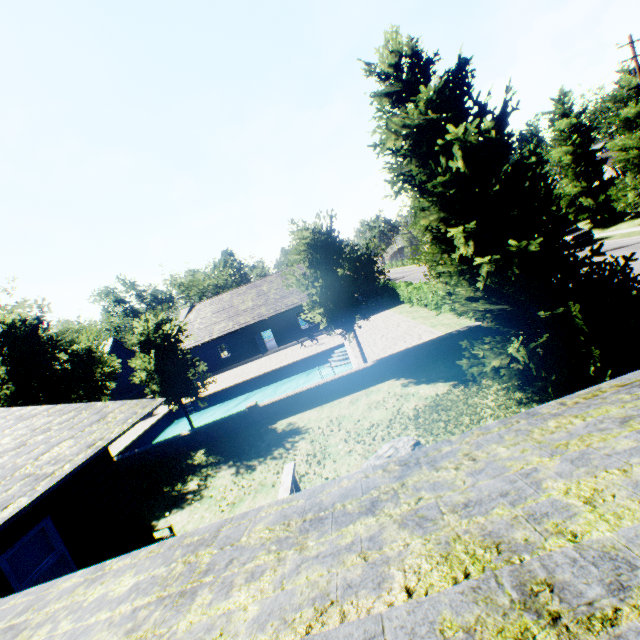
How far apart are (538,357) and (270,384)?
19.3 meters

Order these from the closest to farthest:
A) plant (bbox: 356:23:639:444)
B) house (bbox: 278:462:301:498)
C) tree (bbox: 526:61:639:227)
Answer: house (bbox: 278:462:301:498), plant (bbox: 356:23:639:444), tree (bbox: 526:61:639:227)

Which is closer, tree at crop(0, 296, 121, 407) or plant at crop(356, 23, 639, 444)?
plant at crop(356, 23, 639, 444)

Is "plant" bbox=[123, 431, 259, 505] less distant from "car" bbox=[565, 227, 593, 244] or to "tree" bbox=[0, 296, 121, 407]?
"tree" bbox=[0, 296, 121, 407]

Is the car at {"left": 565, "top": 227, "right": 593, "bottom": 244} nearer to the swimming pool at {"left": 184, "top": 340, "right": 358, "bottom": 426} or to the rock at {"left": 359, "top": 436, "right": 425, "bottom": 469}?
the swimming pool at {"left": 184, "top": 340, "right": 358, "bottom": 426}

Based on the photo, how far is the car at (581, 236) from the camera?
24.8m

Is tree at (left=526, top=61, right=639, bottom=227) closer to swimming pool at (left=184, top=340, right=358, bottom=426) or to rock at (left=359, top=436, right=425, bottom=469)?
swimming pool at (left=184, top=340, right=358, bottom=426)

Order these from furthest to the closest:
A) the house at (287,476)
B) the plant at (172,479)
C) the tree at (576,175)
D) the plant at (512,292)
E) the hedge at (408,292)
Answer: the tree at (576,175), the hedge at (408,292), the plant at (172,479), the plant at (512,292), the house at (287,476)
